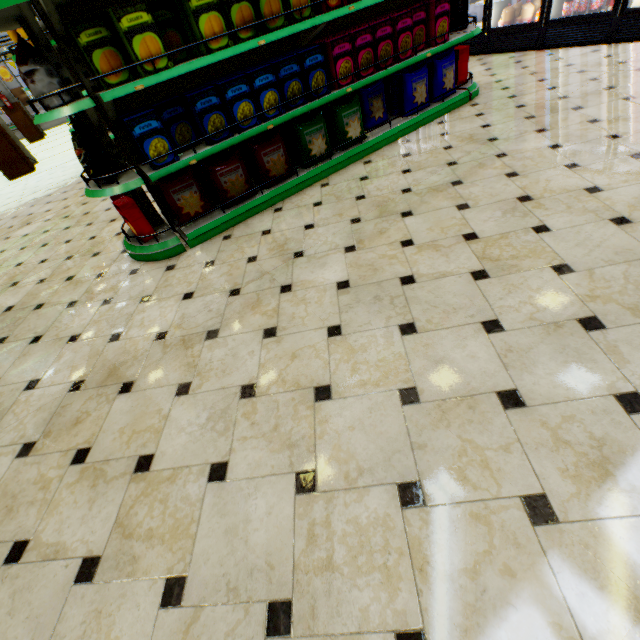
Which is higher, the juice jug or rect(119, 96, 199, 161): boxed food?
rect(119, 96, 199, 161): boxed food

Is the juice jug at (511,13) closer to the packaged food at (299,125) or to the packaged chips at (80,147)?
the packaged food at (299,125)

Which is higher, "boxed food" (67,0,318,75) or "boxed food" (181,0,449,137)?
"boxed food" (67,0,318,75)

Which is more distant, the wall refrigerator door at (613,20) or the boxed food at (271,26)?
the wall refrigerator door at (613,20)

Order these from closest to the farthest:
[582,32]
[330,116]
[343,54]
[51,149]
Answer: [343,54]
[330,116]
[582,32]
[51,149]

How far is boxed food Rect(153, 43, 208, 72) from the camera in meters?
2.5

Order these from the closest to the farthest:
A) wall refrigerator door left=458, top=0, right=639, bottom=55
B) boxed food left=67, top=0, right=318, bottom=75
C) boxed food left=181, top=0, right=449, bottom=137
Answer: boxed food left=67, top=0, right=318, bottom=75, boxed food left=181, top=0, right=449, bottom=137, wall refrigerator door left=458, top=0, right=639, bottom=55

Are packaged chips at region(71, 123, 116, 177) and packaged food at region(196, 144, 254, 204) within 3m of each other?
yes
